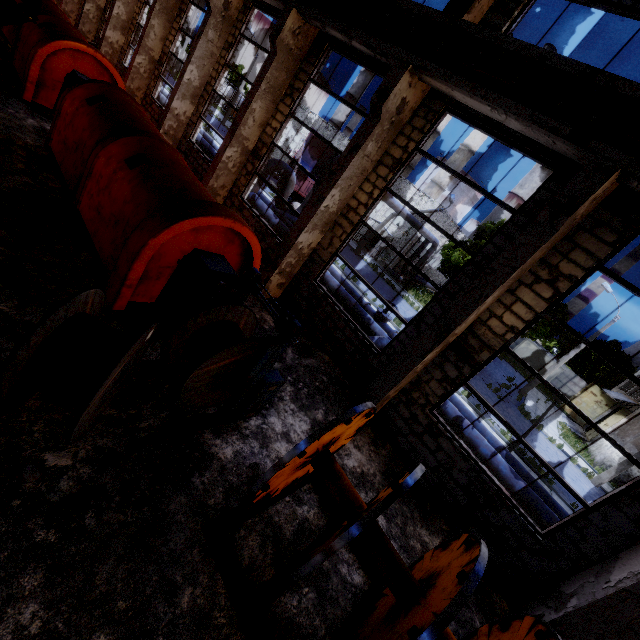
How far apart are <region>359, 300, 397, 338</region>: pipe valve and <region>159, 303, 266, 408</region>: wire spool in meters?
7.3 m

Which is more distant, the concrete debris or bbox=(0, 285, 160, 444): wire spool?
the concrete debris

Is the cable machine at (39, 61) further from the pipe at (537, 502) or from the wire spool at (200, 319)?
the pipe at (537, 502)

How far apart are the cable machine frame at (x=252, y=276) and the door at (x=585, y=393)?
39.13m

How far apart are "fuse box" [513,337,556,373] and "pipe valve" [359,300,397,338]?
37.0m

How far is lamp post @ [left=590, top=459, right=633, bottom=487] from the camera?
18.2 meters

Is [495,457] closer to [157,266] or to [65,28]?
[157,266]

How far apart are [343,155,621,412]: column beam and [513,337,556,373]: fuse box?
41.6 meters
